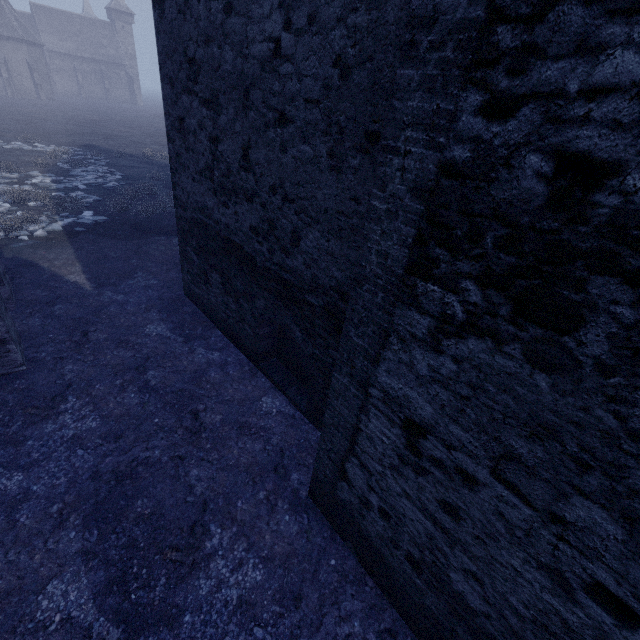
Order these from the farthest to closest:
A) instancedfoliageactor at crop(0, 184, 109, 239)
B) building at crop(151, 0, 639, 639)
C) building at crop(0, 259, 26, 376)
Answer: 1. instancedfoliageactor at crop(0, 184, 109, 239)
2. building at crop(0, 259, 26, 376)
3. building at crop(151, 0, 639, 639)

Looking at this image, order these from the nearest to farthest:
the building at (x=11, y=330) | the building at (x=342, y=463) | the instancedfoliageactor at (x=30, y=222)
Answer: the building at (x=342, y=463), the building at (x=11, y=330), the instancedfoliageactor at (x=30, y=222)

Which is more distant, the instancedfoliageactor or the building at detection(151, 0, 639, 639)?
the instancedfoliageactor

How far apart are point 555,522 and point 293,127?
4.19m

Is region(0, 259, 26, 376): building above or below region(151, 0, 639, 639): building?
below

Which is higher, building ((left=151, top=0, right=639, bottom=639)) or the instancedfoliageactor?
building ((left=151, top=0, right=639, bottom=639))

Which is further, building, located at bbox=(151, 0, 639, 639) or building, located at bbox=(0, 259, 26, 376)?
building, located at bbox=(0, 259, 26, 376)

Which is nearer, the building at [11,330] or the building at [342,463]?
the building at [342,463]
